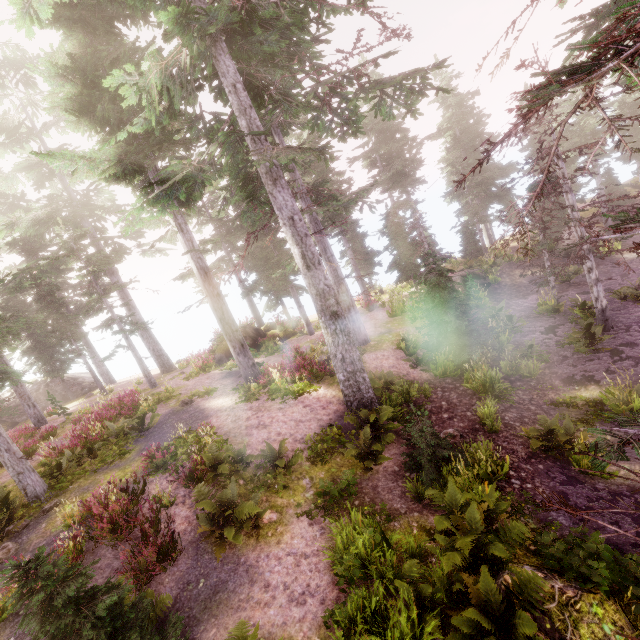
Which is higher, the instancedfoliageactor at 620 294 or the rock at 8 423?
the rock at 8 423

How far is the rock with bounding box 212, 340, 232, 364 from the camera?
23.3m

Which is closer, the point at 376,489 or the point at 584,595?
the point at 584,595

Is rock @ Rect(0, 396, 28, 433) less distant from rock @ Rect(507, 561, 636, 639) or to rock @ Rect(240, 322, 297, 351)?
rock @ Rect(240, 322, 297, 351)

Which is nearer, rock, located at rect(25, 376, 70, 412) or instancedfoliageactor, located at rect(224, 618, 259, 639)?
instancedfoliageactor, located at rect(224, 618, 259, 639)

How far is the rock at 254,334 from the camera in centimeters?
2402cm

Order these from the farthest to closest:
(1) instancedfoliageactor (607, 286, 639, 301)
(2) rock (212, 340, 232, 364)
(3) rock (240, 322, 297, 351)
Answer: (3) rock (240, 322, 297, 351)
(2) rock (212, 340, 232, 364)
(1) instancedfoliageactor (607, 286, 639, 301)
